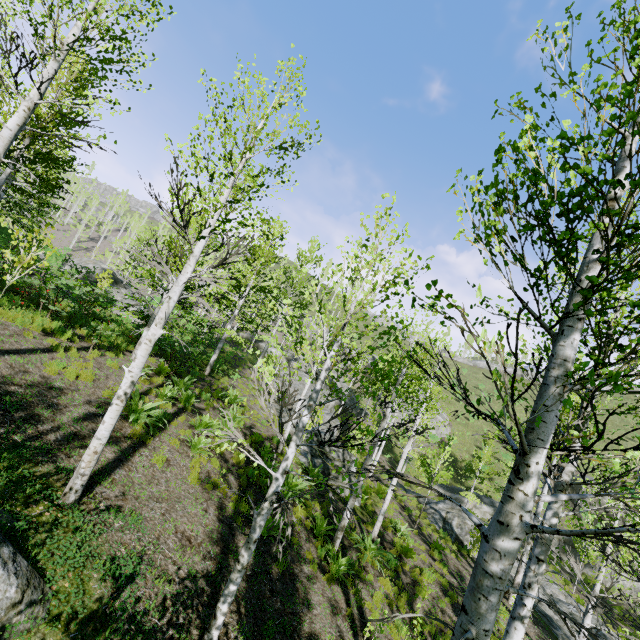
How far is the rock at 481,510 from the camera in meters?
28.5

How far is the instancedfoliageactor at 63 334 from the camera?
10.32m

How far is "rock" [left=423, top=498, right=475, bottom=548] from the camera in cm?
1756

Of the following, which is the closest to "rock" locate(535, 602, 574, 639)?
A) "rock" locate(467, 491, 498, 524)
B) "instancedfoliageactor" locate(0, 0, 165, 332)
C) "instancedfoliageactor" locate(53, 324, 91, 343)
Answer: "instancedfoliageactor" locate(0, 0, 165, 332)

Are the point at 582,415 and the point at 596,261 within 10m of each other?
yes

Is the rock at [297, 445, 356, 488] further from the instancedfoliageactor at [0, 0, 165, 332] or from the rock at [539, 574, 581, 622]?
the rock at [539, 574, 581, 622]

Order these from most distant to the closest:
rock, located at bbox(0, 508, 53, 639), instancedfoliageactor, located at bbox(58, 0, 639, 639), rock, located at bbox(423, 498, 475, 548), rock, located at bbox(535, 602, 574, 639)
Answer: rock, located at bbox(423, 498, 475, 548) → rock, located at bbox(535, 602, 574, 639) → rock, located at bbox(0, 508, 53, 639) → instancedfoliageactor, located at bbox(58, 0, 639, 639)

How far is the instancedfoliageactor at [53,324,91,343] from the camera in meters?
10.3
